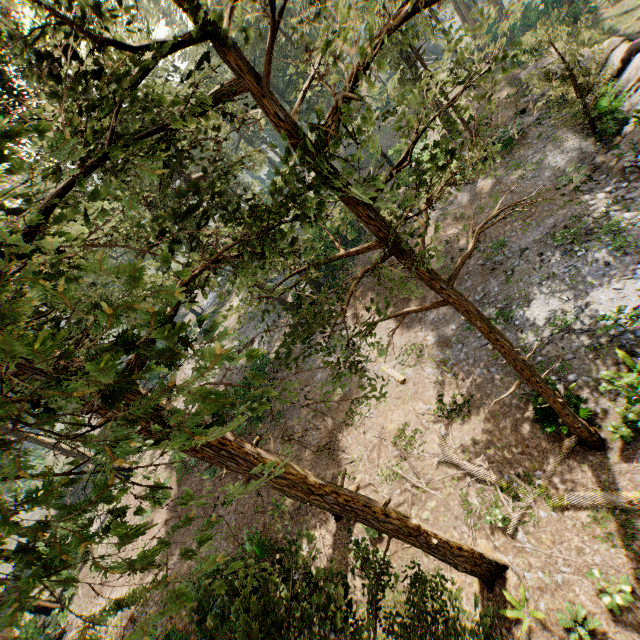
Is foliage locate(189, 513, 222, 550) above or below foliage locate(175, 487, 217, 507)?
below

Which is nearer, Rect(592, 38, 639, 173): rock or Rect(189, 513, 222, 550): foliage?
Rect(189, 513, 222, 550): foliage

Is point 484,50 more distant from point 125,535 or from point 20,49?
point 125,535

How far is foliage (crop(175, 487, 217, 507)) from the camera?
2.8m

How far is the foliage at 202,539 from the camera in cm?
281

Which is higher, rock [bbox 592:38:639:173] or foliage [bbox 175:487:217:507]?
foliage [bbox 175:487:217:507]
